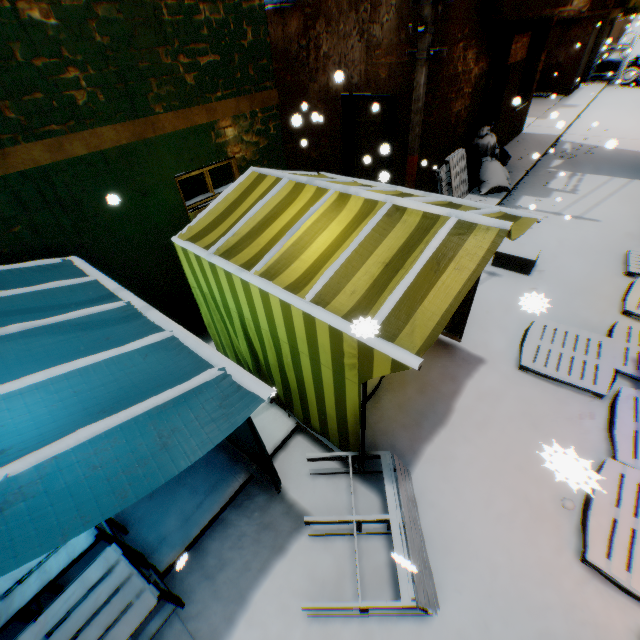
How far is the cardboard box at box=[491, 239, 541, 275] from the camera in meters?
6.3

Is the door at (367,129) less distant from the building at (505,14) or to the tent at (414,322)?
the building at (505,14)

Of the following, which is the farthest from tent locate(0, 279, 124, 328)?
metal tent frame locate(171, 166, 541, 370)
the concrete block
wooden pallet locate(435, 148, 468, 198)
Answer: the concrete block

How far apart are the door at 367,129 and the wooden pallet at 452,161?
1.3 meters

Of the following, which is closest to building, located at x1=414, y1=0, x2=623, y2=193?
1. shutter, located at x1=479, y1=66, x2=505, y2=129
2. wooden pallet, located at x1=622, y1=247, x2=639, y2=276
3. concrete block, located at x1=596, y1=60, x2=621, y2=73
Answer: shutter, located at x1=479, y1=66, x2=505, y2=129

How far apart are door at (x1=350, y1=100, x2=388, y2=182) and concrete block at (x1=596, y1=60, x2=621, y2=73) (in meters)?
25.47

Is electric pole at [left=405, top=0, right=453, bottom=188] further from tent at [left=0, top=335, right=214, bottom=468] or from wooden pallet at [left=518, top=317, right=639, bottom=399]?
wooden pallet at [left=518, top=317, right=639, bottom=399]

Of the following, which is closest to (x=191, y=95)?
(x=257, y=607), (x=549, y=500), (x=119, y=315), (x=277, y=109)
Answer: (x=277, y=109)
